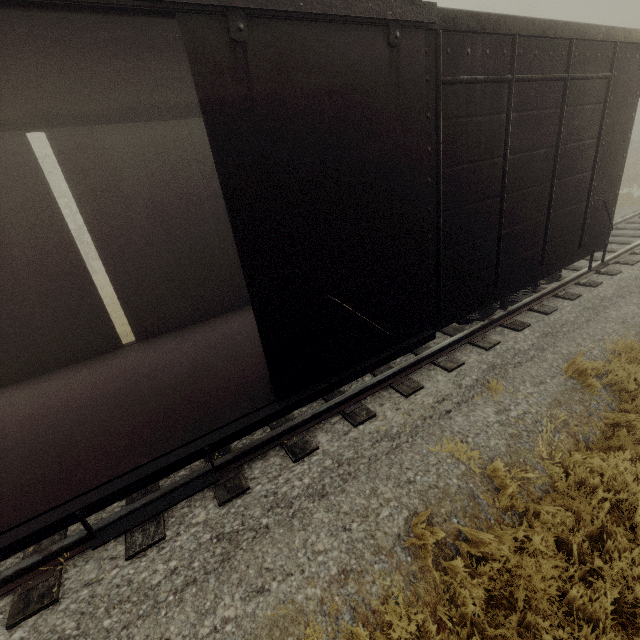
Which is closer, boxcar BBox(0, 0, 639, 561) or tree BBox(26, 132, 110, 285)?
boxcar BBox(0, 0, 639, 561)

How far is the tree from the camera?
18.1m

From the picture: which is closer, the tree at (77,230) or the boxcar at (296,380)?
the boxcar at (296,380)

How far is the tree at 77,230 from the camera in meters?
18.1

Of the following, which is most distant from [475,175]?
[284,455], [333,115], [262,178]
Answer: [284,455]
